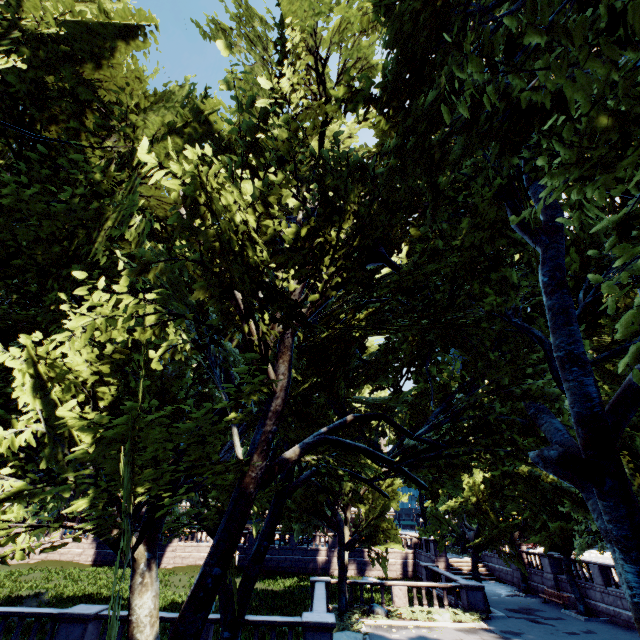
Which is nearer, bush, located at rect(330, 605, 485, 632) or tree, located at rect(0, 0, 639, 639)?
tree, located at rect(0, 0, 639, 639)

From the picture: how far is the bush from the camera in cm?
1744

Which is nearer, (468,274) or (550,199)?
(550,199)

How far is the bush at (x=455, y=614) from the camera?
17.4 meters

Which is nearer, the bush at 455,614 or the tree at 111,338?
the tree at 111,338

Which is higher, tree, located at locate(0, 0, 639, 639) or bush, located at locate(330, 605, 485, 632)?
tree, located at locate(0, 0, 639, 639)
